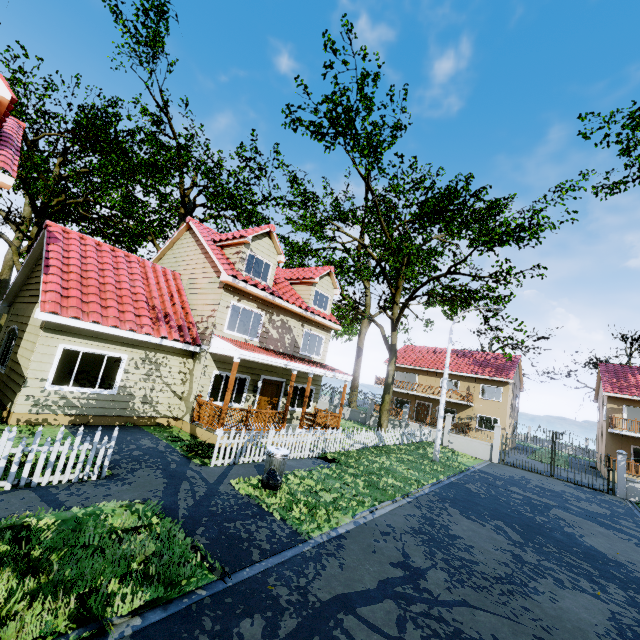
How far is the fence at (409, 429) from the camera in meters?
9.8 m

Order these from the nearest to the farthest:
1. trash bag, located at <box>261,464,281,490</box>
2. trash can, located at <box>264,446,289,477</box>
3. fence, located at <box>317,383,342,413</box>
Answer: trash bag, located at <box>261,464,281,490</box> < trash can, located at <box>264,446,289,477</box> < fence, located at <box>317,383,342,413</box>

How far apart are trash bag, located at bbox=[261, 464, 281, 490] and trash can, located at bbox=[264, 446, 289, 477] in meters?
0.0

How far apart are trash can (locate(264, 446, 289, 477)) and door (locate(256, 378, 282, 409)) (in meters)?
6.06

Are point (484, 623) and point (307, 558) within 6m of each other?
yes

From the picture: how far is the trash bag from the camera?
8.07m

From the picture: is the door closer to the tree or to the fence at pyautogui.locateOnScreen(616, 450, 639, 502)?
the fence at pyautogui.locateOnScreen(616, 450, 639, 502)
